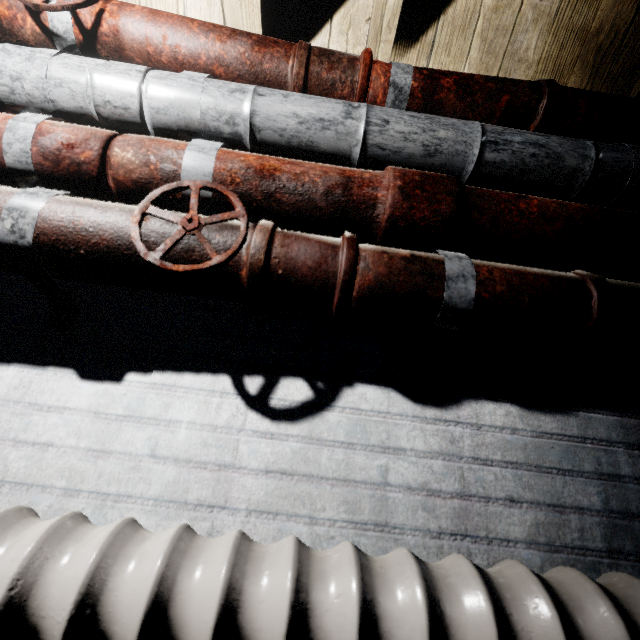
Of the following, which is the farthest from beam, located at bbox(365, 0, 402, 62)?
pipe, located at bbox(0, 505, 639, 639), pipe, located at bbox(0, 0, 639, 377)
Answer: Answer: pipe, located at bbox(0, 505, 639, 639)

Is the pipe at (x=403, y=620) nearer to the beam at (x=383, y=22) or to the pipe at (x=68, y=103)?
Result: the pipe at (x=68, y=103)

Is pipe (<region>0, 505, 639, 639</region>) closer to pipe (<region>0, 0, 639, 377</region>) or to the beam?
pipe (<region>0, 0, 639, 377</region>)

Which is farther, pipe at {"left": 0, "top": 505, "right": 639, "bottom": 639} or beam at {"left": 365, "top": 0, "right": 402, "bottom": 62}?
beam at {"left": 365, "top": 0, "right": 402, "bottom": 62}

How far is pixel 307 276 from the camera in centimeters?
70cm

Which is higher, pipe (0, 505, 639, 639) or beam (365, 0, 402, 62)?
beam (365, 0, 402, 62)
